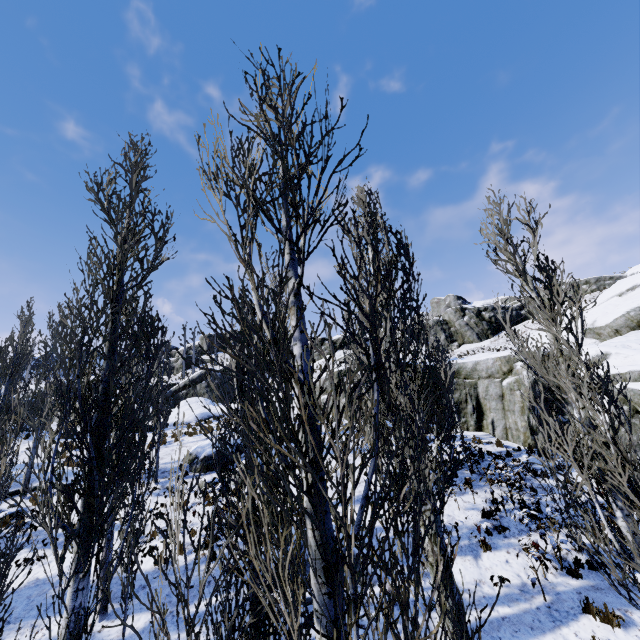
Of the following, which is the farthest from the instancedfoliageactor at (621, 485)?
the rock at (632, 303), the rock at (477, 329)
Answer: the rock at (477, 329)

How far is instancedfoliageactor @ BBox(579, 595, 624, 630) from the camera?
7.1 meters

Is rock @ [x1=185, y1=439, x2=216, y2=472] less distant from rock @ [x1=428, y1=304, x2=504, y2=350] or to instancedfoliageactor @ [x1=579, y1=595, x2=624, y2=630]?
instancedfoliageactor @ [x1=579, y1=595, x2=624, y2=630]

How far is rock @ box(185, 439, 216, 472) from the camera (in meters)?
15.25

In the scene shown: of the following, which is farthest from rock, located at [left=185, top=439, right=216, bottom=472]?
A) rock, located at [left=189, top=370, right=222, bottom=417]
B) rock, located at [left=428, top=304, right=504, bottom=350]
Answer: rock, located at [left=189, top=370, right=222, bottom=417]

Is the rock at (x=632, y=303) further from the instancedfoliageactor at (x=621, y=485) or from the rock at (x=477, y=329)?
the rock at (x=477, y=329)

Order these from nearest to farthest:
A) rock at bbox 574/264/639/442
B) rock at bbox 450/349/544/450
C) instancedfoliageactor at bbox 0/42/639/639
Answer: instancedfoliageactor at bbox 0/42/639/639 < rock at bbox 574/264/639/442 < rock at bbox 450/349/544/450

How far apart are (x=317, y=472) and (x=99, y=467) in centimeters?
475cm
